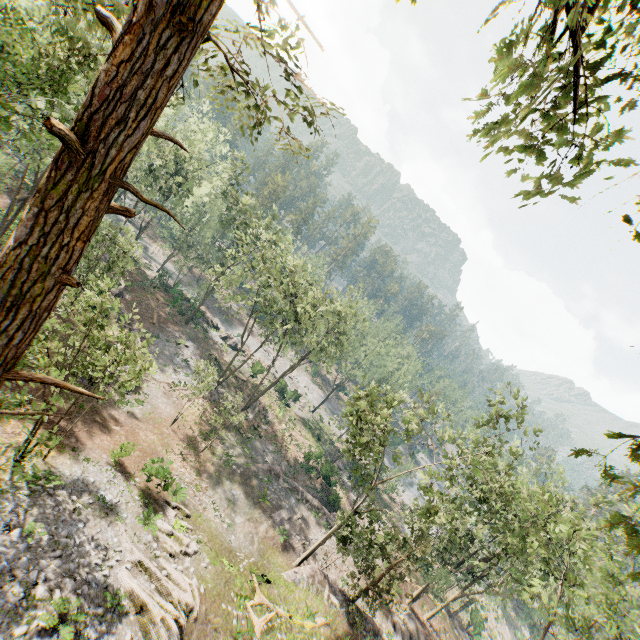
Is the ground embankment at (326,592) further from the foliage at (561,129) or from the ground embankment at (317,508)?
the ground embankment at (317,508)

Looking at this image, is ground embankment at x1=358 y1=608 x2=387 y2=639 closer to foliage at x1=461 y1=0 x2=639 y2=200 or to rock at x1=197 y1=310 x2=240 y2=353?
foliage at x1=461 y1=0 x2=639 y2=200

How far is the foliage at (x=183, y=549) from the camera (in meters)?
17.56

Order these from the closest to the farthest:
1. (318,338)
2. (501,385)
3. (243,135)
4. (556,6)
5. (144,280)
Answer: (556,6)
(243,135)
(501,385)
(144,280)
(318,338)

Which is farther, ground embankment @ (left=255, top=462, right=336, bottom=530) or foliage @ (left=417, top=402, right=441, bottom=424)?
ground embankment @ (left=255, top=462, right=336, bottom=530)

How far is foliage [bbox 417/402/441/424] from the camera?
24.1m
